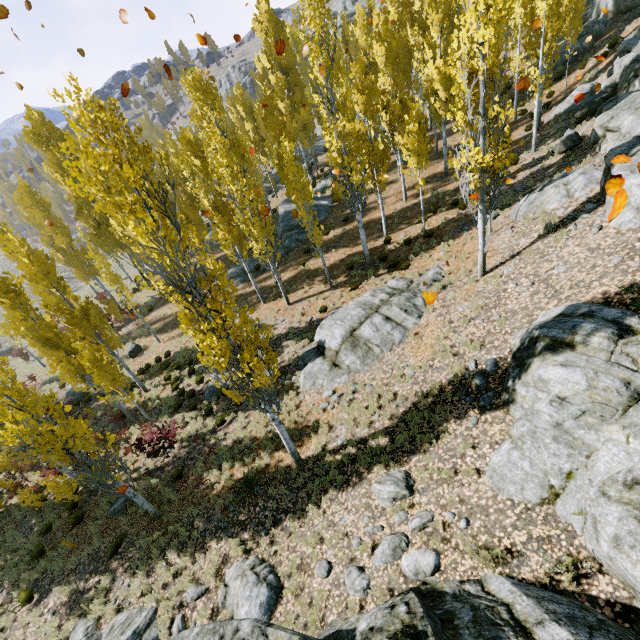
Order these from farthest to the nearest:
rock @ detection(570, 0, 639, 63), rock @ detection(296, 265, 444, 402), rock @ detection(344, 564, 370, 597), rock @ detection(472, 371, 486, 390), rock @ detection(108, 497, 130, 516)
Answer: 1. rock @ detection(570, 0, 639, 63)
2. rock @ detection(108, 497, 130, 516)
3. rock @ detection(296, 265, 444, 402)
4. rock @ detection(472, 371, 486, 390)
5. rock @ detection(344, 564, 370, 597)

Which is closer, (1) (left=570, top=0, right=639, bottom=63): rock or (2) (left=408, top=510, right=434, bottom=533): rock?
(2) (left=408, top=510, right=434, bottom=533): rock

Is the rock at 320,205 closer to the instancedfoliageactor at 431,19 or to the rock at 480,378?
the instancedfoliageactor at 431,19

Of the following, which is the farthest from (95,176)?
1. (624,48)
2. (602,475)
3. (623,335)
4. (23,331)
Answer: (624,48)

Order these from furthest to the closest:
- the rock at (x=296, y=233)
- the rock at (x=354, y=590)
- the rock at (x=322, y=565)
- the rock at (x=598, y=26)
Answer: the rock at (x=296, y=233) < the rock at (x=598, y=26) < the rock at (x=322, y=565) < the rock at (x=354, y=590)

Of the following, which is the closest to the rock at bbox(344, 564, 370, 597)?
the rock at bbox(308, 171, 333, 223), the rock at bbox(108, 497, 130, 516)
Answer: the rock at bbox(108, 497, 130, 516)

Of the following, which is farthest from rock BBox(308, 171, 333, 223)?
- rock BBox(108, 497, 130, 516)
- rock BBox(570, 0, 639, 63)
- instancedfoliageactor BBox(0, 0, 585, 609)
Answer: rock BBox(108, 497, 130, 516)

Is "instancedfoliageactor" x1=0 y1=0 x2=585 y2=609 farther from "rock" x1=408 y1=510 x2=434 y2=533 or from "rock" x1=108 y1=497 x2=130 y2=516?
"rock" x1=108 y1=497 x2=130 y2=516
